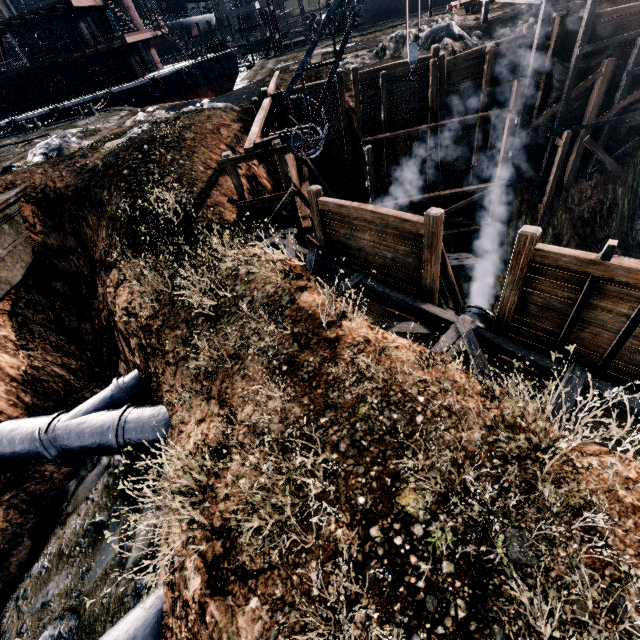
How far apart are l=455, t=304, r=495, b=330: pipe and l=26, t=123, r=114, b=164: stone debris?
22.0m

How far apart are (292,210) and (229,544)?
12.8m

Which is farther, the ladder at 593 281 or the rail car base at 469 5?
the rail car base at 469 5

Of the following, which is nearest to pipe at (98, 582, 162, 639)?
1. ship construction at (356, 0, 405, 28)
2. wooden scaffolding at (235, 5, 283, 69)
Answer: wooden scaffolding at (235, 5, 283, 69)

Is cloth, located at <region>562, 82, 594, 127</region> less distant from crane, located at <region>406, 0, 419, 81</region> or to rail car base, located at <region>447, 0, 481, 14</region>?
rail car base, located at <region>447, 0, 481, 14</region>

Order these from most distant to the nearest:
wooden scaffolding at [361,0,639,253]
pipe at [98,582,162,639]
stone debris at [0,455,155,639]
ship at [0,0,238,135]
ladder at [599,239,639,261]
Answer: ship at [0,0,238,135] → wooden scaffolding at [361,0,639,253] → stone debris at [0,455,155,639] → pipe at [98,582,162,639] → ladder at [599,239,639,261]

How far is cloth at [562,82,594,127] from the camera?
18.9 meters

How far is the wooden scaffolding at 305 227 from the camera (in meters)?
8.45
